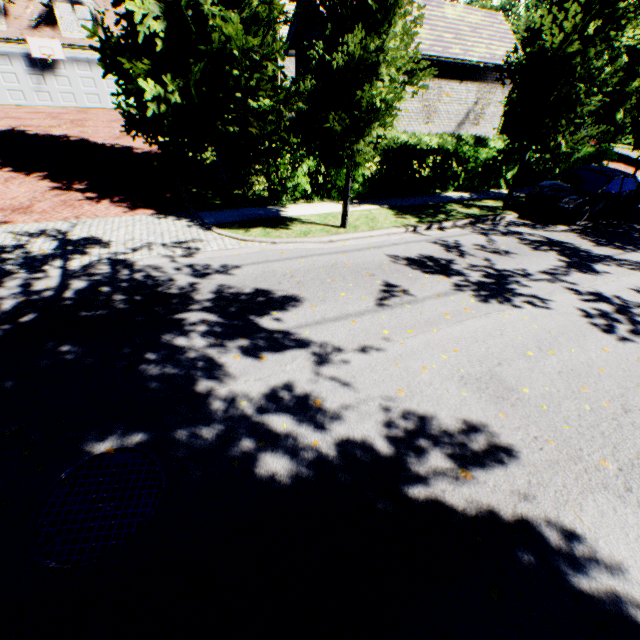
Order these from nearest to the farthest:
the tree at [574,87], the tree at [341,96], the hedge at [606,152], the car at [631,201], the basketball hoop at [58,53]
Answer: the tree at [341,96] → the tree at [574,87] → the car at [631,201] → the hedge at [606,152] → the basketball hoop at [58,53]

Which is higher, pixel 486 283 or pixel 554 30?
pixel 554 30

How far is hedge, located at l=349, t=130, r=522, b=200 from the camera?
11.99m

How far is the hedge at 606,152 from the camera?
15.9 meters

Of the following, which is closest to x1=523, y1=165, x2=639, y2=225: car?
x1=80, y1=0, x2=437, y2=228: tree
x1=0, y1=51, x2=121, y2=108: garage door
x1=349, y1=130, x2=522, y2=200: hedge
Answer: x1=80, y1=0, x2=437, y2=228: tree

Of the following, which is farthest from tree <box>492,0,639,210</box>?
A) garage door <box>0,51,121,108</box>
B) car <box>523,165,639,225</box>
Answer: garage door <box>0,51,121,108</box>

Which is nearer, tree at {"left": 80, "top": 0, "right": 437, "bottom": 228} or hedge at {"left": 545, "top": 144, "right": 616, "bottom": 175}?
tree at {"left": 80, "top": 0, "right": 437, "bottom": 228}
